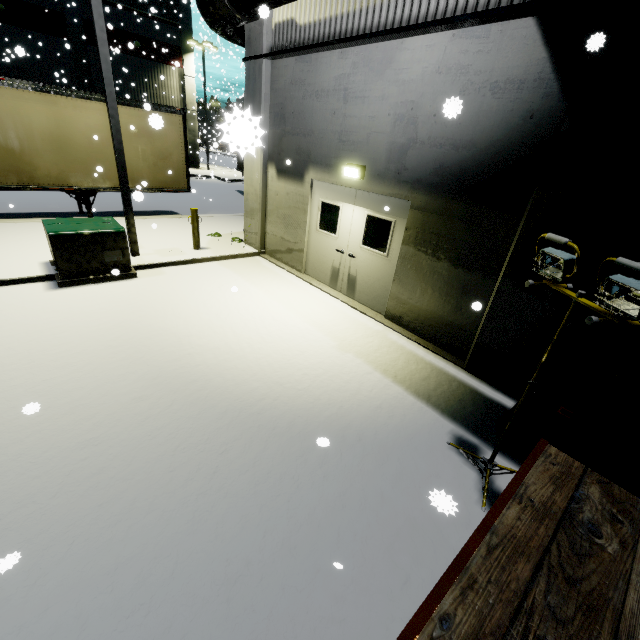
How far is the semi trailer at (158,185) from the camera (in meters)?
10.50

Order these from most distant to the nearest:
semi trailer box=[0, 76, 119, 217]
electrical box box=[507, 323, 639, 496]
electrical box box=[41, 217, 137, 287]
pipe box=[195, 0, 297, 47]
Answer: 1. semi trailer box=[0, 76, 119, 217]
2. electrical box box=[41, 217, 137, 287]
3. pipe box=[195, 0, 297, 47]
4. electrical box box=[507, 323, 639, 496]

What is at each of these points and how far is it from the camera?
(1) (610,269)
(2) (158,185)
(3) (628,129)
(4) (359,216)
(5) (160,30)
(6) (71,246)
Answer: (1) building, 4.1 meters
(2) semi trailer, 12.0 meters
(3) building, 3.6 meters
(4) door, 7.1 meters
(5) building, 26.0 meters
(6) electrical box, 6.6 meters

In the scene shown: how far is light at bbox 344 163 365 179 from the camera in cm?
658

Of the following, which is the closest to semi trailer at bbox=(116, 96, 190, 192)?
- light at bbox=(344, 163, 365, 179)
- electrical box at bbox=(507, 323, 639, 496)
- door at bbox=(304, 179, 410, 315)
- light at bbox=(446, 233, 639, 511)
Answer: door at bbox=(304, 179, 410, 315)

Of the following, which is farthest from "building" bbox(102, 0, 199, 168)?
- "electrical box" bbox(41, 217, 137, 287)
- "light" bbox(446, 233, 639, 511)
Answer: "electrical box" bbox(41, 217, 137, 287)

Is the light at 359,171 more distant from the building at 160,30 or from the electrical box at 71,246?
the electrical box at 71,246

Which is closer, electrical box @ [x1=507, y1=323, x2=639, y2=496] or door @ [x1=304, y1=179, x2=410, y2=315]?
electrical box @ [x1=507, y1=323, x2=639, y2=496]
